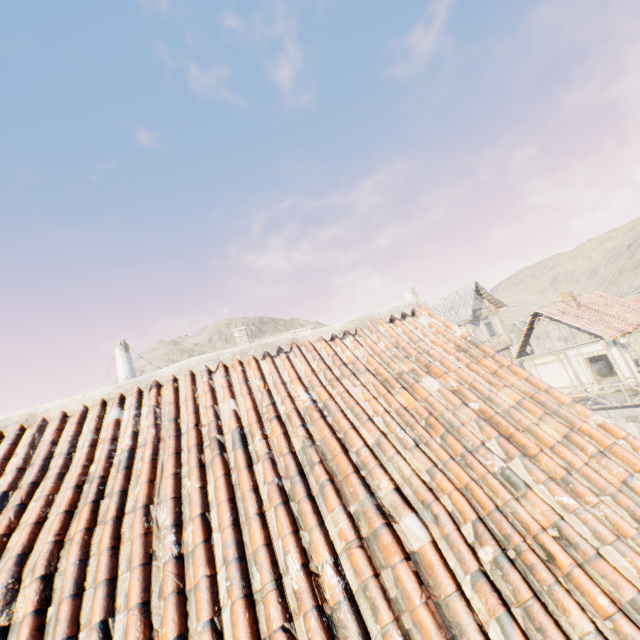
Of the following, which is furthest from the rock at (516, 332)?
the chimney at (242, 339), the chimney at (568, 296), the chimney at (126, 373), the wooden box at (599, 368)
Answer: the chimney at (568, 296)

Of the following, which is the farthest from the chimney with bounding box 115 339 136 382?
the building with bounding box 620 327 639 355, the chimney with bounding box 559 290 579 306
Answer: the chimney with bounding box 559 290 579 306

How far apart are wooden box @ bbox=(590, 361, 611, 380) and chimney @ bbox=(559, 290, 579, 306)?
4.7m

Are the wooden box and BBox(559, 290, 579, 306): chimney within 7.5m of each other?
yes

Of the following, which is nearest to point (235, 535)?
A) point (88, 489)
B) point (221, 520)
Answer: point (221, 520)

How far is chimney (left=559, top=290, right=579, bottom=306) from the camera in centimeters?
2100cm

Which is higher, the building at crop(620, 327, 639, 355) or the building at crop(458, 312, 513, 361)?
the building at crop(458, 312, 513, 361)

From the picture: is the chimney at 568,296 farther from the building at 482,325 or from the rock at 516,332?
the rock at 516,332
